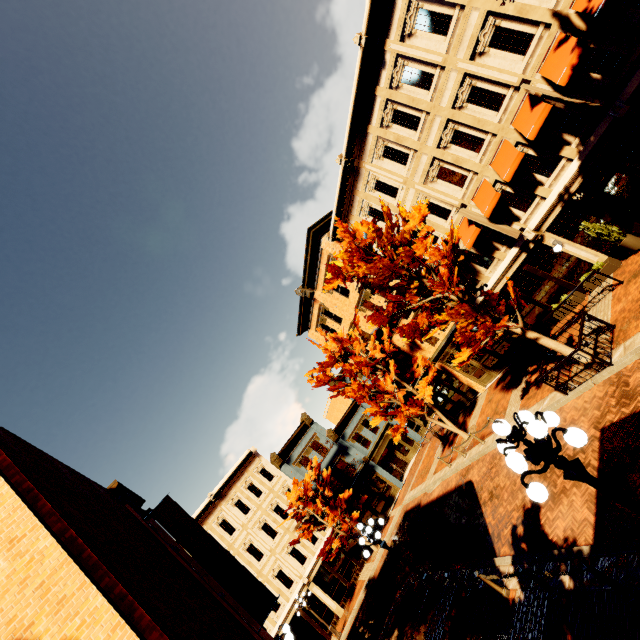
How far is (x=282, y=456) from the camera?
30.1m

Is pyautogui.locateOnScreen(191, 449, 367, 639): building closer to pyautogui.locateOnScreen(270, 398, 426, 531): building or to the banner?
pyautogui.locateOnScreen(270, 398, 426, 531): building

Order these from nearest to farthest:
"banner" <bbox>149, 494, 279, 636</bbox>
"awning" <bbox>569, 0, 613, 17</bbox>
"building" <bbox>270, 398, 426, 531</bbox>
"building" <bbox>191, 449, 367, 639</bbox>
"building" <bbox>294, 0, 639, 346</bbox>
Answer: "awning" <bbox>569, 0, 613, 17</bbox>
"banner" <bbox>149, 494, 279, 636</bbox>
"building" <bbox>294, 0, 639, 346</bbox>
"building" <bbox>191, 449, 367, 639</bbox>
"building" <bbox>270, 398, 426, 531</bbox>

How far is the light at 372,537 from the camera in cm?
1159

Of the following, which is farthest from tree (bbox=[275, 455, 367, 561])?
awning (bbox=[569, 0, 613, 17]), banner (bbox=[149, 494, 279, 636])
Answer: awning (bbox=[569, 0, 613, 17])

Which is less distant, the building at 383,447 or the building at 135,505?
the building at 135,505

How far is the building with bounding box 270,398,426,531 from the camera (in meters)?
28.91

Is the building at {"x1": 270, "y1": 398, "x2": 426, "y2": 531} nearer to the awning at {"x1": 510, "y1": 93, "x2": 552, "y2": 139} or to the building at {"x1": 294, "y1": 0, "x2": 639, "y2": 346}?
the building at {"x1": 294, "y1": 0, "x2": 639, "y2": 346}
